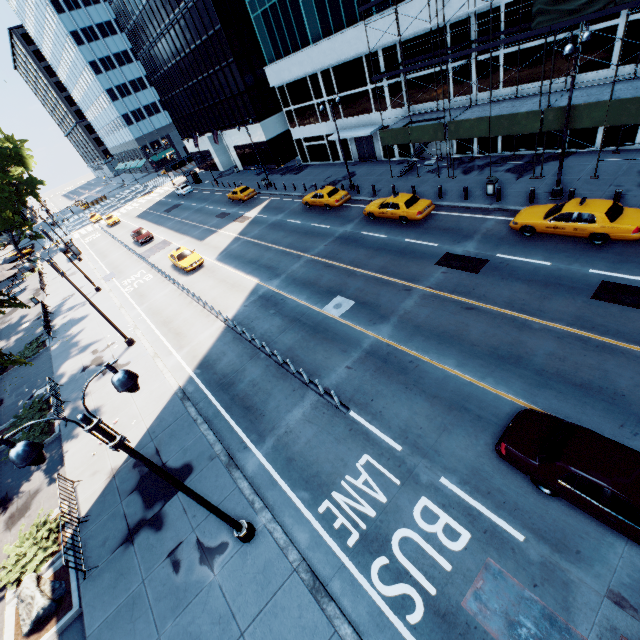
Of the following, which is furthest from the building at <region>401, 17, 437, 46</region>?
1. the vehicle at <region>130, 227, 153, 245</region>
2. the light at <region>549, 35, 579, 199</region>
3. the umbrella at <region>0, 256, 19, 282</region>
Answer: the umbrella at <region>0, 256, 19, 282</region>

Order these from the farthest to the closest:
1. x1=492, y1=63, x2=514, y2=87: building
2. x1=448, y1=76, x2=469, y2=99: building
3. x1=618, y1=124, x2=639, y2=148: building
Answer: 1. x1=448, y1=76, x2=469, y2=99: building
2. x1=492, y1=63, x2=514, y2=87: building
3. x1=618, y1=124, x2=639, y2=148: building

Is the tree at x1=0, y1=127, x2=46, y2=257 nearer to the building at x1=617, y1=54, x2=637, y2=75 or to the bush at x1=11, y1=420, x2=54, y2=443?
the bush at x1=11, y1=420, x2=54, y2=443

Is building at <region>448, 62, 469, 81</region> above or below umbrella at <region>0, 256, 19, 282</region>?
above

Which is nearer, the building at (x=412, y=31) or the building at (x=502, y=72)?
the building at (x=502, y=72)

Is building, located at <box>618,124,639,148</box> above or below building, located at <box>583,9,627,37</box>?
below

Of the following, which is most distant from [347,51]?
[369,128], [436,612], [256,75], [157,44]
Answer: [157,44]

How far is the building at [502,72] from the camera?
21.5m
